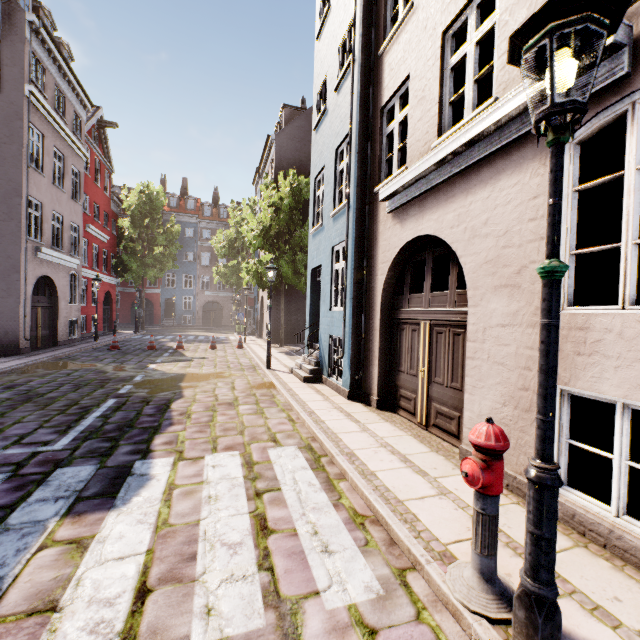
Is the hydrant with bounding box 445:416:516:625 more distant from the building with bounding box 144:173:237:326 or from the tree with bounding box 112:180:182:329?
the tree with bounding box 112:180:182:329

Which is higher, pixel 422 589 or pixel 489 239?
pixel 489 239

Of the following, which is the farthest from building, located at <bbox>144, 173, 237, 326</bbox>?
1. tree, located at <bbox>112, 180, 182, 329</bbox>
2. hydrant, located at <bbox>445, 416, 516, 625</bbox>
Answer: tree, located at <bbox>112, 180, 182, 329</bbox>

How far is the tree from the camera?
27.27m

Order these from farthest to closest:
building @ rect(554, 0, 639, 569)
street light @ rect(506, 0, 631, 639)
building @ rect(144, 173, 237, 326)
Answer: building @ rect(144, 173, 237, 326) < building @ rect(554, 0, 639, 569) < street light @ rect(506, 0, 631, 639)

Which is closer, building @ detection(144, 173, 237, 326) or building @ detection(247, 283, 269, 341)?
building @ detection(247, 283, 269, 341)

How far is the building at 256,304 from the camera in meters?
22.3

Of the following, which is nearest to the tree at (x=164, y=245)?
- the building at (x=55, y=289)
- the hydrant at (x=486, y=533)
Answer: the building at (x=55, y=289)
